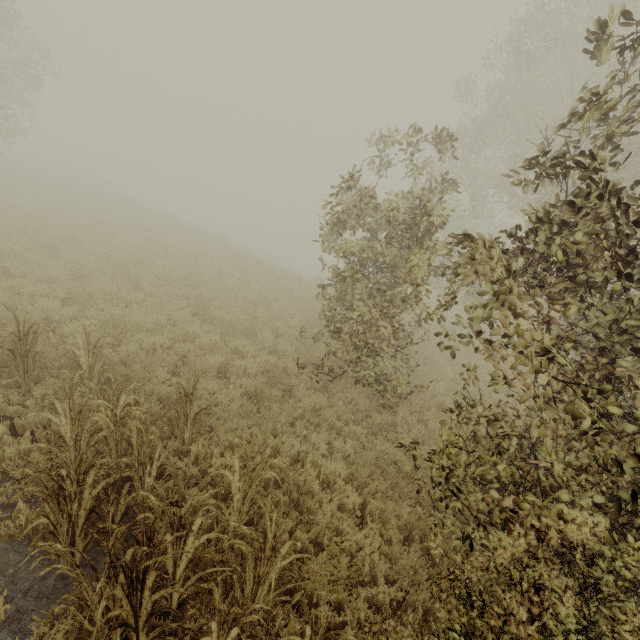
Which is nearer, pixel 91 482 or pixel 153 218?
pixel 91 482
